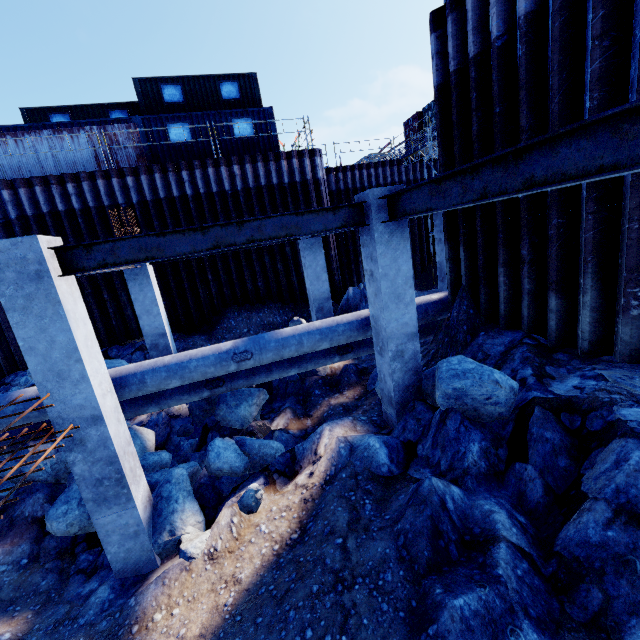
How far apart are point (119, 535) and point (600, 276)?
7.9 meters

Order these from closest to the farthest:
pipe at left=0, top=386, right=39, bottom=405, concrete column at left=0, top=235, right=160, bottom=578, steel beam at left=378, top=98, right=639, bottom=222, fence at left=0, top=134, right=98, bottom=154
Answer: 1. steel beam at left=378, top=98, right=639, bottom=222
2. concrete column at left=0, top=235, right=160, bottom=578
3. pipe at left=0, top=386, right=39, bottom=405
4. fence at left=0, top=134, right=98, bottom=154

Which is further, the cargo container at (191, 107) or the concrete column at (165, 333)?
the cargo container at (191, 107)

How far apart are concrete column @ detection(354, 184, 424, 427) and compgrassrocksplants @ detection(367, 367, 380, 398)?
1.4m

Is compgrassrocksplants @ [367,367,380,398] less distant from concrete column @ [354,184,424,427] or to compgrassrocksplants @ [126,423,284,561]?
concrete column @ [354,184,424,427]

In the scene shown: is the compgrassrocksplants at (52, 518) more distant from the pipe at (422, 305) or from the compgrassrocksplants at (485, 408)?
the compgrassrocksplants at (485, 408)

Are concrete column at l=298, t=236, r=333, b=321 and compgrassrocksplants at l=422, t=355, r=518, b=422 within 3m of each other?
no

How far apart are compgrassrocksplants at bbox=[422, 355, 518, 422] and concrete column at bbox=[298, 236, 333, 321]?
4.69m
